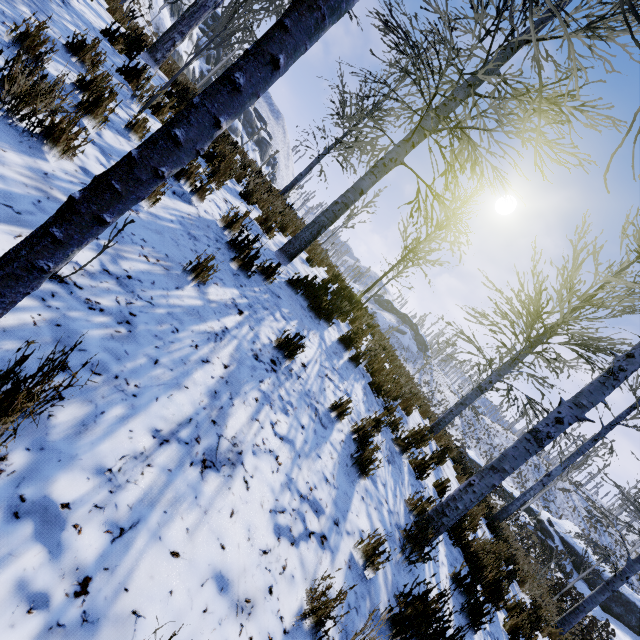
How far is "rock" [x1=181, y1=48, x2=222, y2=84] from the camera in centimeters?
4116cm

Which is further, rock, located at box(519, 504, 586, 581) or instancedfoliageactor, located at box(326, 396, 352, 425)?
rock, located at box(519, 504, 586, 581)

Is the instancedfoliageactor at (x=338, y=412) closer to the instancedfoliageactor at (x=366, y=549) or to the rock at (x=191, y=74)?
the instancedfoliageactor at (x=366, y=549)

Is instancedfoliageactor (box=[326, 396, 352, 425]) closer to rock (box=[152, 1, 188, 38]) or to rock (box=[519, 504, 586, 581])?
rock (box=[519, 504, 586, 581])

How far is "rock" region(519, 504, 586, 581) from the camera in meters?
24.5

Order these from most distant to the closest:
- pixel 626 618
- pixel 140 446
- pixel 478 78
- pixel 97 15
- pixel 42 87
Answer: pixel 626 618
pixel 97 15
pixel 478 78
pixel 42 87
pixel 140 446

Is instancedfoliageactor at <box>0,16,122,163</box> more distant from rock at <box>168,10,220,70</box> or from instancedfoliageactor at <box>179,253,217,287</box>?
rock at <box>168,10,220,70</box>

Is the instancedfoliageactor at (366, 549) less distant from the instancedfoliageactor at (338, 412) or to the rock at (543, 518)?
the instancedfoliageactor at (338, 412)
